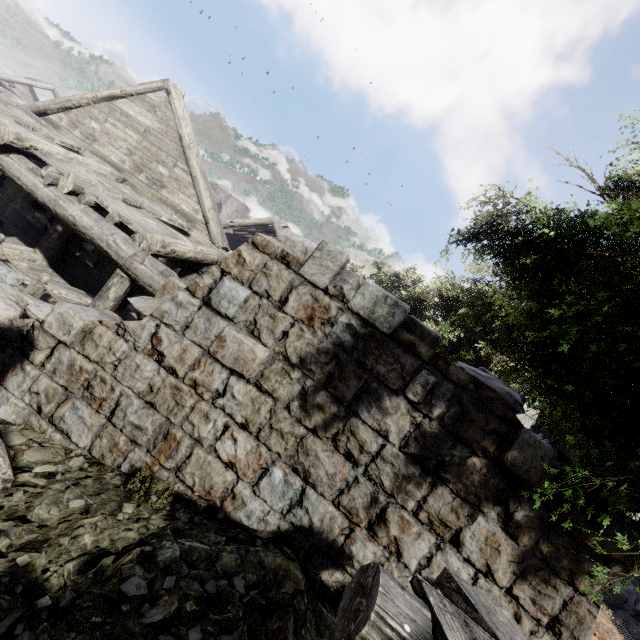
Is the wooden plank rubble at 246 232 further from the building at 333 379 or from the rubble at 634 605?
the rubble at 634 605

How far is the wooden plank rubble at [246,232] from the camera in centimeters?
1891cm

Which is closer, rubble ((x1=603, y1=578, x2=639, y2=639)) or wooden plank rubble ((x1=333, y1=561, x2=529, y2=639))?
wooden plank rubble ((x1=333, y1=561, x2=529, y2=639))

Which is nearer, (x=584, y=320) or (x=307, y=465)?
(x=584, y=320)

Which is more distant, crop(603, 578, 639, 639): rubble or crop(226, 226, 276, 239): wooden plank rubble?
crop(226, 226, 276, 239): wooden plank rubble

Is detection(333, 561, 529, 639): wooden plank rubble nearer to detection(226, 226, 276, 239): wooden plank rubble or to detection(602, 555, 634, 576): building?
detection(602, 555, 634, 576): building

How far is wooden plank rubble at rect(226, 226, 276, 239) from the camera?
18.9m

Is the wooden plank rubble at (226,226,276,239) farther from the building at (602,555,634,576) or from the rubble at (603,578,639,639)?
the rubble at (603,578,639,639)
